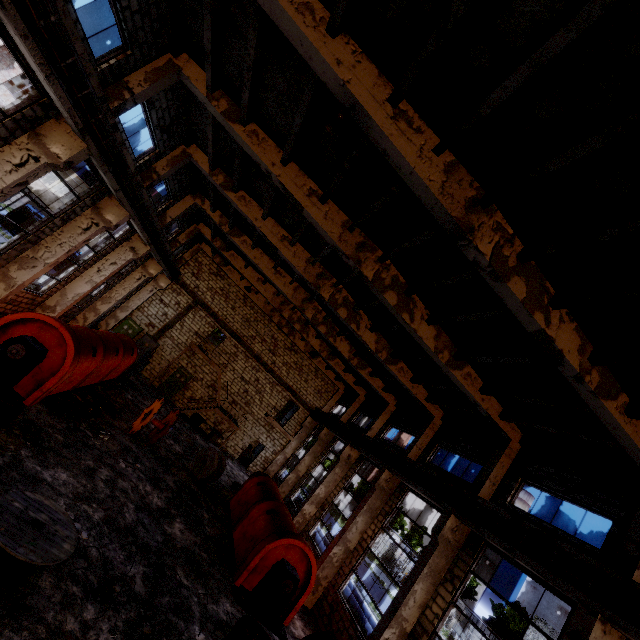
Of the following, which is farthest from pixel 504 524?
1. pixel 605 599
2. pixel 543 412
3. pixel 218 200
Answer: pixel 218 200

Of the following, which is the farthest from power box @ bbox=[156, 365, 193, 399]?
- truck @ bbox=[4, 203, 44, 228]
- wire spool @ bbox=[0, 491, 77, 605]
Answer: truck @ bbox=[4, 203, 44, 228]

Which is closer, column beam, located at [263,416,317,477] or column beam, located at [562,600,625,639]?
column beam, located at [562,600,625,639]

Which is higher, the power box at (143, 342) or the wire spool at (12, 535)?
the power box at (143, 342)

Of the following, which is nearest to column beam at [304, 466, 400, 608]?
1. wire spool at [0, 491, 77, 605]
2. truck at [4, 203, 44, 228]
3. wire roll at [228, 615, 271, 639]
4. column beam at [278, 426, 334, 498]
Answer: wire roll at [228, 615, 271, 639]

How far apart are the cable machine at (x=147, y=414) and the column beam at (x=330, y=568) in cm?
872

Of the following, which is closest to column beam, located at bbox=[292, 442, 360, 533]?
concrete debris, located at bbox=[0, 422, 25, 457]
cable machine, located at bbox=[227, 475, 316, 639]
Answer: cable machine, located at bbox=[227, 475, 316, 639]

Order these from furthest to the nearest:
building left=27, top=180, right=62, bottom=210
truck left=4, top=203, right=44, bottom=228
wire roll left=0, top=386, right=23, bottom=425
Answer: truck left=4, top=203, right=44, bottom=228 → building left=27, top=180, right=62, bottom=210 → wire roll left=0, top=386, right=23, bottom=425
